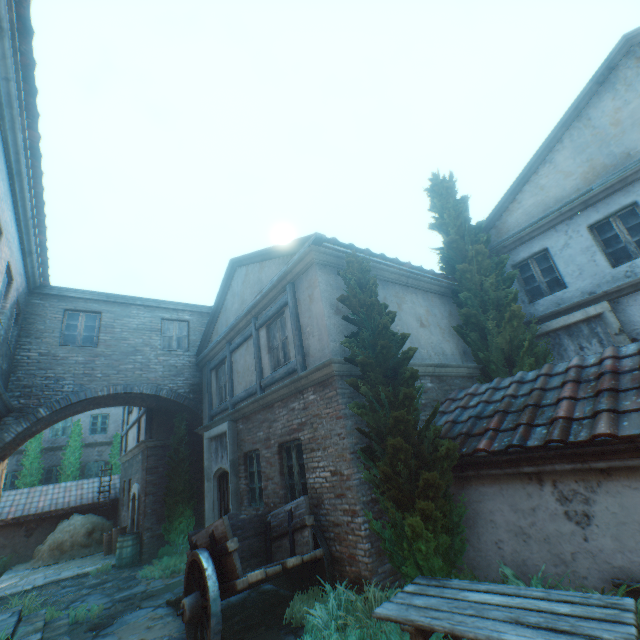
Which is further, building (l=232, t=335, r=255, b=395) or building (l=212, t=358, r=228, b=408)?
building (l=212, t=358, r=228, b=408)

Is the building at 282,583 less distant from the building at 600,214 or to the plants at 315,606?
the plants at 315,606

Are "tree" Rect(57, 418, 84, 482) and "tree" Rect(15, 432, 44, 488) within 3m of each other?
yes

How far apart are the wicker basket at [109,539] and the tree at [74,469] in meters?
8.2

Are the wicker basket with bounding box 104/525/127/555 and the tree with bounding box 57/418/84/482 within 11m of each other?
yes

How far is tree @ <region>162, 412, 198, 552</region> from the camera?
10.8m

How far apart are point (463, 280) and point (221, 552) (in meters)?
8.68

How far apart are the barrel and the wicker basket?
1.82m
